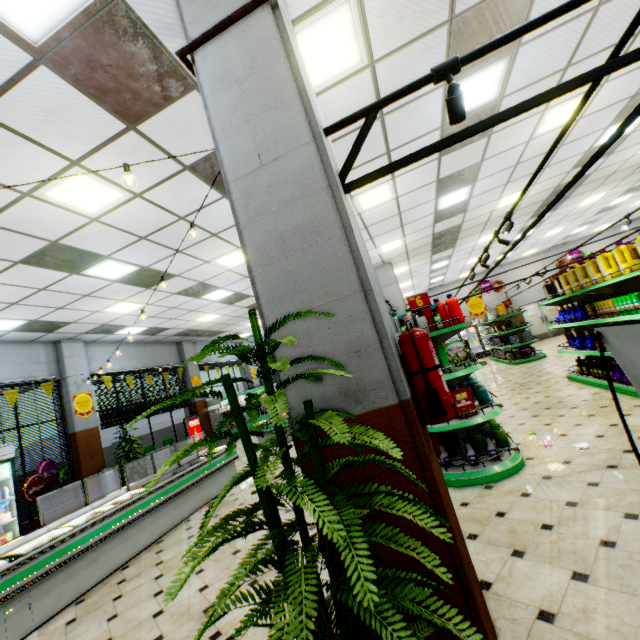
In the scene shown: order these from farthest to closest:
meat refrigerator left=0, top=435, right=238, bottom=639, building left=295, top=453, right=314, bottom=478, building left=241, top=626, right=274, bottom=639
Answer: meat refrigerator left=0, top=435, right=238, bottom=639 < building left=241, top=626, right=274, bottom=639 < building left=295, top=453, right=314, bottom=478

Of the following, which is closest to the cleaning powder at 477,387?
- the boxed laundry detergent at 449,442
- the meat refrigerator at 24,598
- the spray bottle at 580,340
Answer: the boxed laundry detergent at 449,442

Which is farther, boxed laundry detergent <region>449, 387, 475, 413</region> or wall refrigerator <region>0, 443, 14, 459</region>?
wall refrigerator <region>0, 443, 14, 459</region>

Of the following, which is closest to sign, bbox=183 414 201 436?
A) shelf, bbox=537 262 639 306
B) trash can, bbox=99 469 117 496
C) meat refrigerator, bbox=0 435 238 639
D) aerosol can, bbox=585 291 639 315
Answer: trash can, bbox=99 469 117 496

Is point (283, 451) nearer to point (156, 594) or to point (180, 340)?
point (156, 594)

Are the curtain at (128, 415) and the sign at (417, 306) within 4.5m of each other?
no

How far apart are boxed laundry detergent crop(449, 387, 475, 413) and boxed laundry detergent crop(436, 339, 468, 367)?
0.3 meters

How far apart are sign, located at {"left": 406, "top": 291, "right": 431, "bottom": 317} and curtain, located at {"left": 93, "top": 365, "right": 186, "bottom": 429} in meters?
10.3 m
